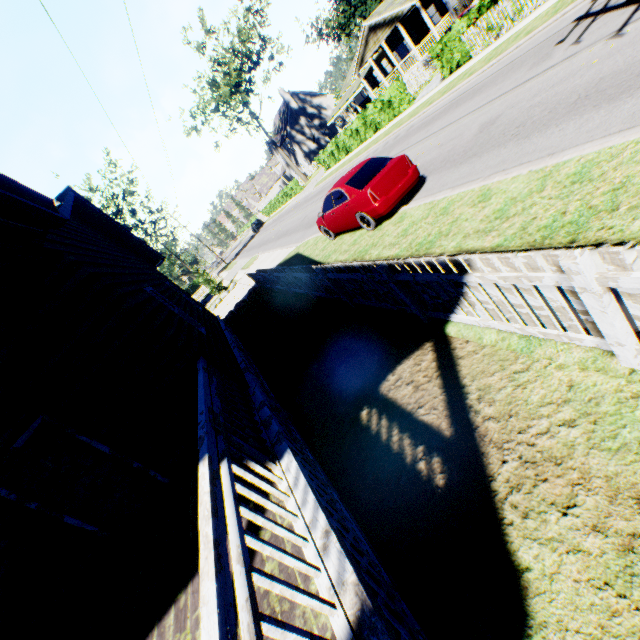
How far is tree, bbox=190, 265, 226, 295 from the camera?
28.6 meters

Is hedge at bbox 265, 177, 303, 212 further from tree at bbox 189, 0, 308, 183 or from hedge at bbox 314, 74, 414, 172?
hedge at bbox 314, 74, 414, 172

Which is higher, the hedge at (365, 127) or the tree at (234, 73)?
the tree at (234, 73)

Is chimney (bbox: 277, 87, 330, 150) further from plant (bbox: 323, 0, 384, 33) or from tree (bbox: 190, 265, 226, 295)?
tree (bbox: 190, 265, 226, 295)

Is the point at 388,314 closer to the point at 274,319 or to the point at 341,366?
the point at 341,366

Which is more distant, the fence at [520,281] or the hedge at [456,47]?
the hedge at [456,47]

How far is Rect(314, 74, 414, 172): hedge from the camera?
21.45m

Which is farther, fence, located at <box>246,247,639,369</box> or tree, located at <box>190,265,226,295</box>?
tree, located at <box>190,265,226,295</box>
